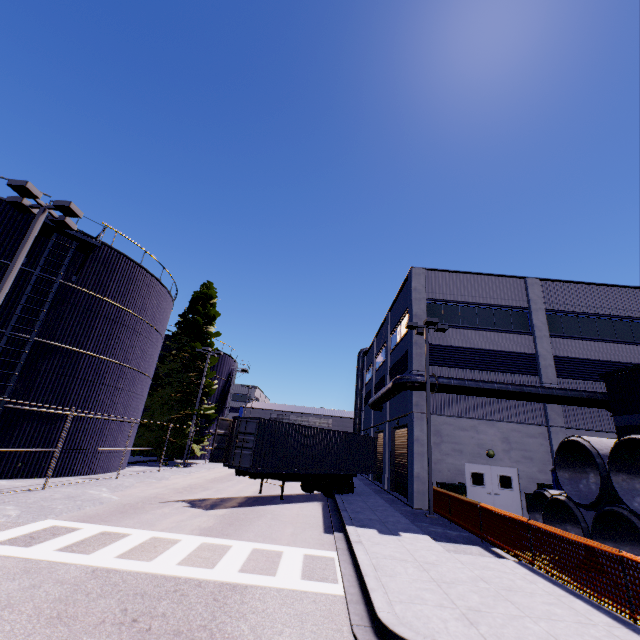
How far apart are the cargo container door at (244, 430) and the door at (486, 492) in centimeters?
1193cm

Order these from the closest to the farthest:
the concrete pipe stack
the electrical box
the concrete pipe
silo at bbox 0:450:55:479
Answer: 1. the concrete pipe stack
2. the concrete pipe
3. silo at bbox 0:450:55:479
4. the electrical box

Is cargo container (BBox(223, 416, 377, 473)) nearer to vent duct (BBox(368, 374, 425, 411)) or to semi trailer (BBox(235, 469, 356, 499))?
semi trailer (BBox(235, 469, 356, 499))

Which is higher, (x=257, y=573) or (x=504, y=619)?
(x=504, y=619)

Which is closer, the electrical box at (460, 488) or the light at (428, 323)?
the light at (428, 323)

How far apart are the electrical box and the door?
1.62m

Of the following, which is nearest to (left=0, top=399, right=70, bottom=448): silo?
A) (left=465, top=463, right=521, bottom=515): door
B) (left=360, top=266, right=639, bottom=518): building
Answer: (left=360, top=266, right=639, bottom=518): building

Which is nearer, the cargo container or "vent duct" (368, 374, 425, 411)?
the cargo container
